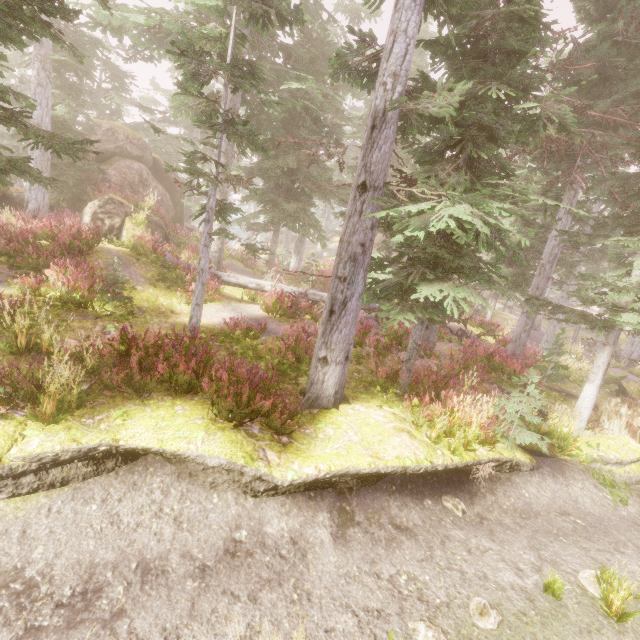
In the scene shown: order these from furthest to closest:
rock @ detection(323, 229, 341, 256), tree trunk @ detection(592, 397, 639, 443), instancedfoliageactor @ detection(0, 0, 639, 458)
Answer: rock @ detection(323, 229, 341, 256) → tree trunk @ detection(592, 397, 639, 443) → instancedfoliageactor @ detection(0, 0, 639, 458)

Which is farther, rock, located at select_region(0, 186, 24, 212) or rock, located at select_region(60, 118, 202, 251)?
rock, located at select_region(0, 186, 24, 212)

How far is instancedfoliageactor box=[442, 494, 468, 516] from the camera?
6.88m

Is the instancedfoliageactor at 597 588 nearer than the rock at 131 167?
Yes

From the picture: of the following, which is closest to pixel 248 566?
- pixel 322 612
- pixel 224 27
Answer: pixel 322 612

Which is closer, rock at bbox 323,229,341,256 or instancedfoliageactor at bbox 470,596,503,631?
instancedfoliageactor at bbox 470,596,503,631

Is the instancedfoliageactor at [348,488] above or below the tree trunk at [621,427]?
below

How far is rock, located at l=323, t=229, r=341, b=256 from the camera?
44.8m
